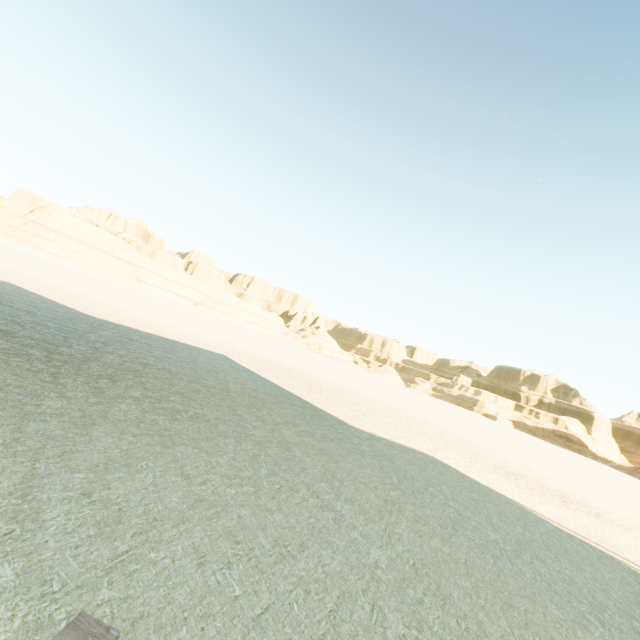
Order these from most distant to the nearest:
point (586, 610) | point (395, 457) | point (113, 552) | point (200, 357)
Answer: point (200, 357)
point (395, 457)
point (586, 610)
point (113, 552)
